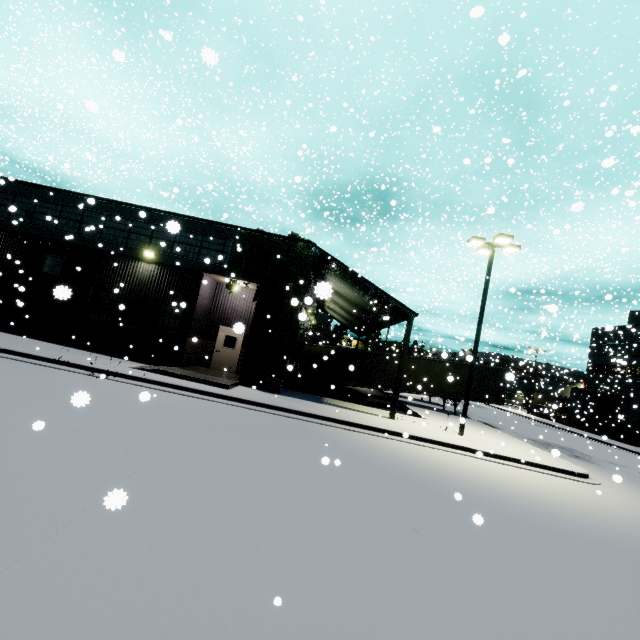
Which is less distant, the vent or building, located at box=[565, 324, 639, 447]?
the vent

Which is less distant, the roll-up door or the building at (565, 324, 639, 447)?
the building at (565, 324, 639, 447)

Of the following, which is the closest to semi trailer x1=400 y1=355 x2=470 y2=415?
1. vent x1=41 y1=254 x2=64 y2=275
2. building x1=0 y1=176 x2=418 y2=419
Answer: building x1=0 y1=176 x2=418 y2=419

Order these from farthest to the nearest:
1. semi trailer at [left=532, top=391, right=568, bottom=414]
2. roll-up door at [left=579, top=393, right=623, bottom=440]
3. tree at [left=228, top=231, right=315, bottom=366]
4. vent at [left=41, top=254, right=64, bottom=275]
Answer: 1. semi trailer at [left=532, top=391, right=568, bottom=414]
2. roll-up door at [left=579, top=393, right=623, bottom=440]
3. vent at [left=41, top=254, right=64, bottom=275]
4. tree at [left=228, top=231, right=315, bottom=366]

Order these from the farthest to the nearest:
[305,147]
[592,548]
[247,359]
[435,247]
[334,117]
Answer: [435,247] → [334,117] → [247,359] → [305,147] → [592,548]

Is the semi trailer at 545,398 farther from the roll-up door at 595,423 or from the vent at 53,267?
the vent at 53,267

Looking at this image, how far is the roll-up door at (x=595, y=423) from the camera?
33.9 meters

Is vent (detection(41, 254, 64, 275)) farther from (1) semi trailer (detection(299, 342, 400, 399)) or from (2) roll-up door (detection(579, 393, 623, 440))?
(2) roll-up door (detection(579, 393, 623, 440))
